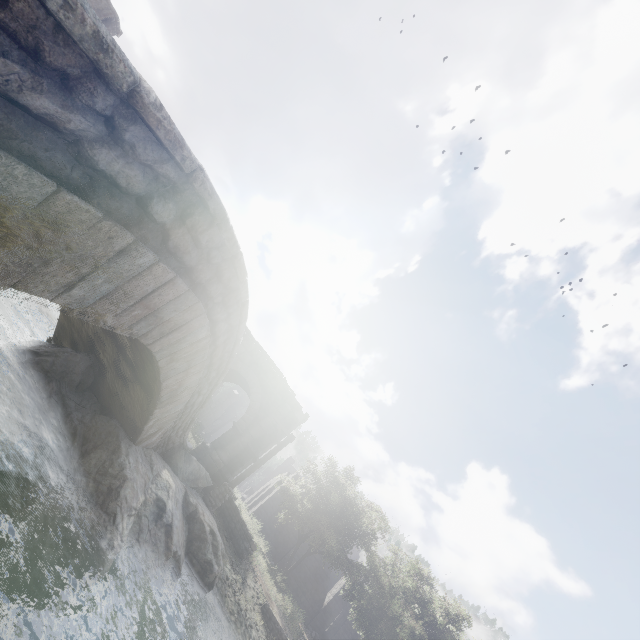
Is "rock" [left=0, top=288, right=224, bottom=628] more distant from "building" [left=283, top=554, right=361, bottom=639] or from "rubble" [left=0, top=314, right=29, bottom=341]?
"building" [left=283, top=554, right=361, bottom=639]

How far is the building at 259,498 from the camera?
28.1 meters

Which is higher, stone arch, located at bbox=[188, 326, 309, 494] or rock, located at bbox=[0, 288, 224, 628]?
stone arch, located at bbox=[188, 326, 309, 494]

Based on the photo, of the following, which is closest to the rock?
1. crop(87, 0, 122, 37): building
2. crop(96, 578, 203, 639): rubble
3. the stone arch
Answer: crop(96, 578, 203, 639): rubble

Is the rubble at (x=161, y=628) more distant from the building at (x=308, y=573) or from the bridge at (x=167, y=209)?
the building at (x=308, y=573)

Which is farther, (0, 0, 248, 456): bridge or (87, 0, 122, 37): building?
(87, 0, 122, 37): building

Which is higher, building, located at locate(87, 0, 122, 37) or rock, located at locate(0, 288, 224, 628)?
building, located at locate(87, 0, 122, 37)

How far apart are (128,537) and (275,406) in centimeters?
1131cm
